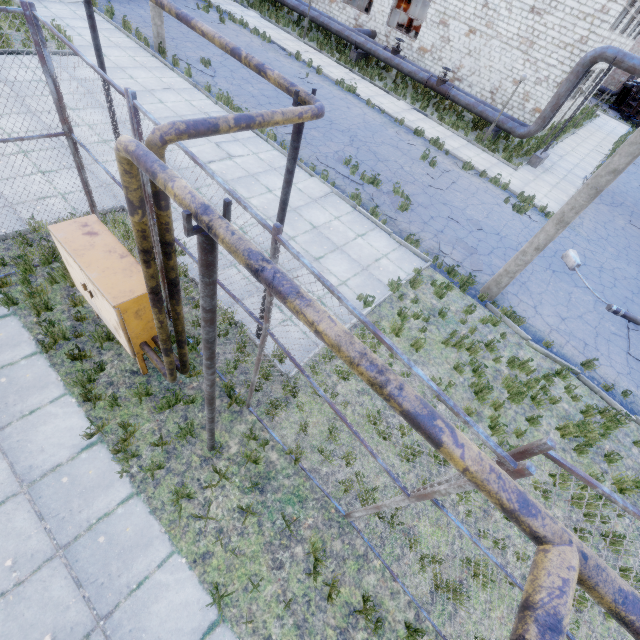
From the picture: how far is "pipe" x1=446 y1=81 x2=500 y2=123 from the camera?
18.62m

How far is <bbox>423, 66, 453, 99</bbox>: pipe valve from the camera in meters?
19.3

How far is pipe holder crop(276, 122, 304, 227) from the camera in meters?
3.5

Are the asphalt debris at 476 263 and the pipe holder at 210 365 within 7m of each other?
no

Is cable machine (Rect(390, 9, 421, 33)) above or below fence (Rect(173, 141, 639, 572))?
below

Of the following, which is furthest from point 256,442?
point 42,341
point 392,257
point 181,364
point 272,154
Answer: point 272,154

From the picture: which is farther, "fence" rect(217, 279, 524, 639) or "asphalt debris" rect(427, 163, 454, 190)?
"asphalt debris" rect(427, 163, 454, 190)

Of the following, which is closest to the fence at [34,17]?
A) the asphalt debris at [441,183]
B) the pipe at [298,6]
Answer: the asphalt debris at [441,183]
